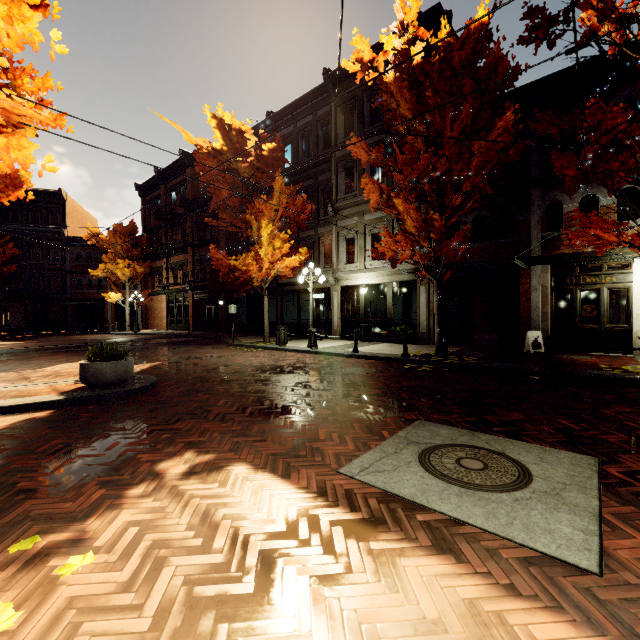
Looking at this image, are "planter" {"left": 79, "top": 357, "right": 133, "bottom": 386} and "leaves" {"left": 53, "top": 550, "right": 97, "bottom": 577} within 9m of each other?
yes

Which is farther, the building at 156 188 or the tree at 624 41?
the building at 156 188

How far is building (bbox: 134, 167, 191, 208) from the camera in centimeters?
2895cm

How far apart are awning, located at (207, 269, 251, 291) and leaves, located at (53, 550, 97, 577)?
17.02m

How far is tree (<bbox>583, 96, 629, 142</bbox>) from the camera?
6.4 meters

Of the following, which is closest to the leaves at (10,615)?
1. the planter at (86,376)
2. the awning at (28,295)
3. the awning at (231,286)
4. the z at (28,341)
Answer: the planter at (86,376)

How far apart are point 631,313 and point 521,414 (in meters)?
8.95
